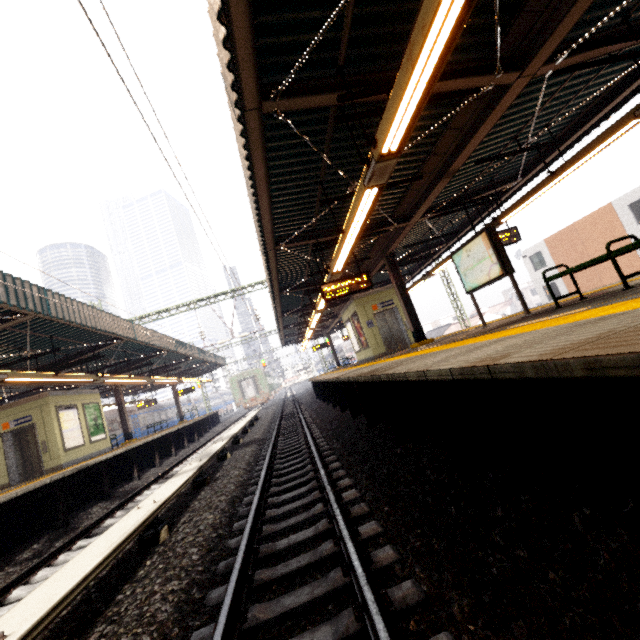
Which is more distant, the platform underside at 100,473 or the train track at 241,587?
the platform underside at 100,473

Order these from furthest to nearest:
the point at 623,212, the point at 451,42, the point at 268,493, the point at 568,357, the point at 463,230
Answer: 1. the point at 623,212
2. the point at 463,230
3. the point at 268,493
4. the point at 451,42
5. the point at 568,357

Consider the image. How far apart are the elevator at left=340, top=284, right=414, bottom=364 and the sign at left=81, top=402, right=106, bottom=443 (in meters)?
12.59

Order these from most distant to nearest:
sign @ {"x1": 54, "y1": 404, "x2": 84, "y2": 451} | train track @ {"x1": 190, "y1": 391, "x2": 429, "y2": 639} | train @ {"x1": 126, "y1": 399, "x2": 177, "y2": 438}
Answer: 1. train @ {"x1": 126, "y1": 399, "x2": 177, "y2": 438}
2. sign @ {"x1": 54, "y1": 404, "x2": 84, "y2": 451}
3. train track @ {"x1": 190, "y1": 391, "x2": 429, "y2": 639}

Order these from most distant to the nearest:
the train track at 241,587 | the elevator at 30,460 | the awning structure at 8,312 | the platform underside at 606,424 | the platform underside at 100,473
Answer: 1. the elevator at 30,460
2. the awning structure at 8,312
3. the platform underside at 100,473
4. the train track at 241,587
5. the platform underside at 606,424

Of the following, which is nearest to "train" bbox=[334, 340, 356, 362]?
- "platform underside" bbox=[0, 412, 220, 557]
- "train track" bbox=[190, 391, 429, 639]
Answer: "train track" bbox=[190, 391, 429, 639]

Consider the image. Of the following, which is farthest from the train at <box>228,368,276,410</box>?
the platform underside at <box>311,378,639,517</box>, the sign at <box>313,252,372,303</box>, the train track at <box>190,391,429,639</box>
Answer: the sign at <box>313,252,372,303</box>

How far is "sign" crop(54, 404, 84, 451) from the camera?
12.41m
